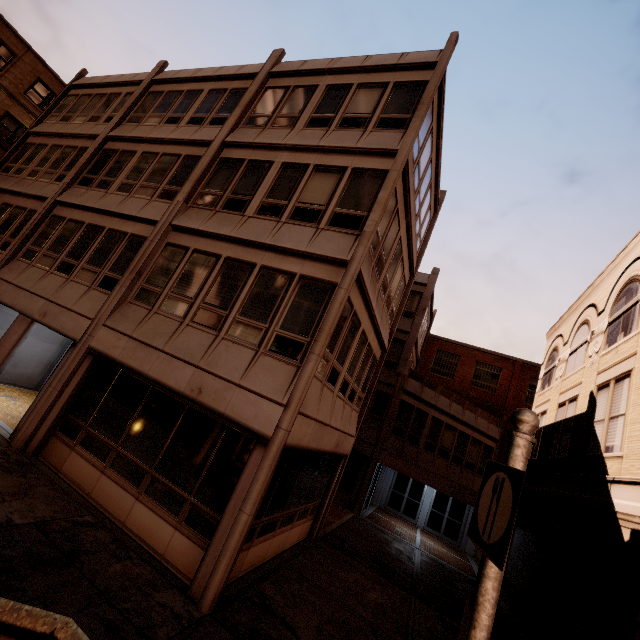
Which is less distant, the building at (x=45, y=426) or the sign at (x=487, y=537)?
the sign at (x=487, y=537)

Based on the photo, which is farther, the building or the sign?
the building

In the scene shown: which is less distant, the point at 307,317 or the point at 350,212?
the point at 307,317
